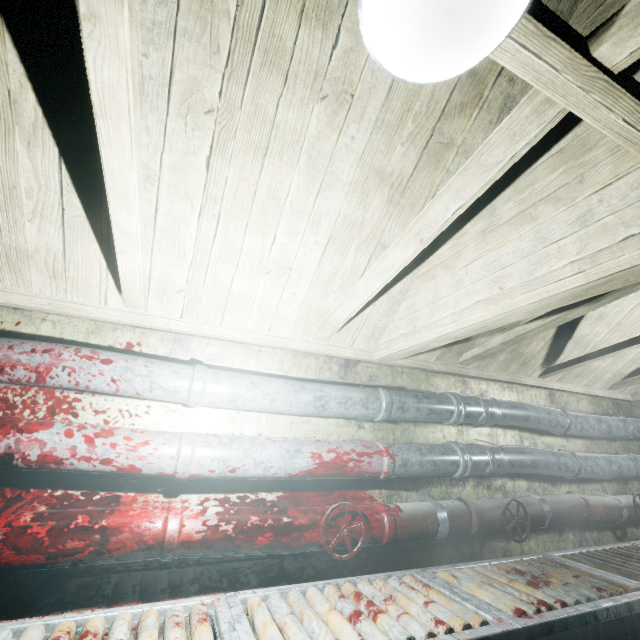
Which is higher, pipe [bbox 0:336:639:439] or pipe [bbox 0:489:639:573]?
pipe [bbox 0:336:639:439]

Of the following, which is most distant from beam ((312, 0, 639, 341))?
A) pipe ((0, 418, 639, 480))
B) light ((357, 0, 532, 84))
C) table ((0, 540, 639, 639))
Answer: table ((0, 540, 639, 639))

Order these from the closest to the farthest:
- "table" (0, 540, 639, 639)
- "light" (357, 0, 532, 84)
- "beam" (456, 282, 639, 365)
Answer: "light" (357, 0, 532, 84)
"table" (0, 540, 639, 639)
"beam" (456, 282, 639, 365)

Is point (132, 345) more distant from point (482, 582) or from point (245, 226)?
point (482, 582)

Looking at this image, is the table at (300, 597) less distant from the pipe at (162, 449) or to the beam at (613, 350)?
the pipe at (162, 449)

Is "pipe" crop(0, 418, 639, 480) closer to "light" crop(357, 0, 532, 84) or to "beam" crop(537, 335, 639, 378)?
"beam" crop(537, 335, 639, 378)

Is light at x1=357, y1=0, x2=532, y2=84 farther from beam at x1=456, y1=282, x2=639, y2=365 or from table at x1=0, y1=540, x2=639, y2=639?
table at x1=0, y1=540, x2=639, y2=639

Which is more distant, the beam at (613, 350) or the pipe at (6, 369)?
the beam at (613, 350)
